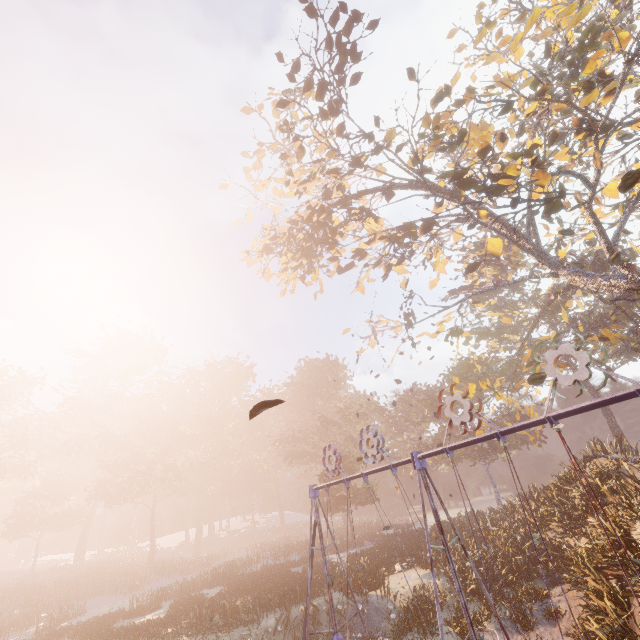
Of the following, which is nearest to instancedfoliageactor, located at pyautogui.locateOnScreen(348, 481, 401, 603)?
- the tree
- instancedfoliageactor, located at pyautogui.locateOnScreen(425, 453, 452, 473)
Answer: instancedfoliageactor, located at pyautogui.locateOnScreen(425, 453, 452, 473)

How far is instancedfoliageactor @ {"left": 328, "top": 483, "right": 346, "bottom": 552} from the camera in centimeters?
3316cm

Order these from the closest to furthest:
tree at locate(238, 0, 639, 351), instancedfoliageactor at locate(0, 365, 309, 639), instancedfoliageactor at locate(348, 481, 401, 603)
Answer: tree at locate(238, 0, 639, 351) < instancedfoliageactor at locate(348, 481, 401, 603) < instancedfoliageactor at locate(0, 365, 309, 639)

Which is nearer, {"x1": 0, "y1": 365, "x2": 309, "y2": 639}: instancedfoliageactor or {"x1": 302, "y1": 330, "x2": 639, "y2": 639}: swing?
{"x1": 302, "y1": 330, "x2": 639, "y2": 639}: swing

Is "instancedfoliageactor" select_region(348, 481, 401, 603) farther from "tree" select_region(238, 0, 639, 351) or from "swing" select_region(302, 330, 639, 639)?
"tree" select_region(238, 0, 639, 351)

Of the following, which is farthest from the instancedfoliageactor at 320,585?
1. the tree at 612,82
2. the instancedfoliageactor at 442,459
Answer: the tree at 612,82

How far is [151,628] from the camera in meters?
18.4 m

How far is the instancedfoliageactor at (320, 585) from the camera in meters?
18.0
